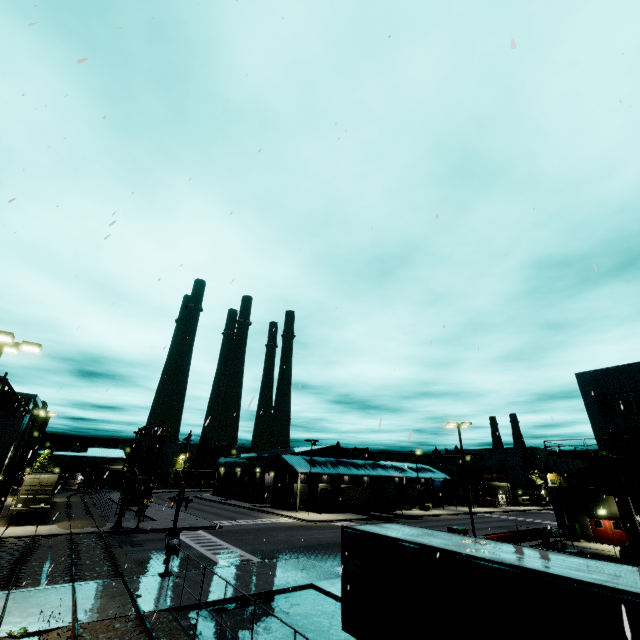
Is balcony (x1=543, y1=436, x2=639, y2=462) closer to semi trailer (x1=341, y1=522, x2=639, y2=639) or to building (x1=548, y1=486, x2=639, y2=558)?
building (x1=548, y1=486, x2=639, y2=558)

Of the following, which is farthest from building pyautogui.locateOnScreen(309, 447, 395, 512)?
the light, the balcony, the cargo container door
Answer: the light

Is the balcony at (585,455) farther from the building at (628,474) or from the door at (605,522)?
the door at (605,522)

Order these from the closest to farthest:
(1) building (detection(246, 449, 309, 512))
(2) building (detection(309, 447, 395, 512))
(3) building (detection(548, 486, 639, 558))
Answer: (3) building (detection(548, 486, 639, 558))
(1) building (detection(246, 449, 309, 512))
(2) building (detection(309, 447, 395, 512))

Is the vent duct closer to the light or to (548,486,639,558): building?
(548,486,639,558): building

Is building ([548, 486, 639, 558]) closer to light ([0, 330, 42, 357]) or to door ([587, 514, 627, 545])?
door ([587, 514, 627, 545])

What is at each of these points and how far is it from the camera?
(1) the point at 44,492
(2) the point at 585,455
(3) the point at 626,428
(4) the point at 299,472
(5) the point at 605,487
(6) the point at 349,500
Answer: (1) cargo container door, 31.4m
(2) balcony, 28.8m
(3) building, 27.3m
(4) building, 48.9m
(5) vent duct, 26.7m
(6) semi trailer, 49.9m

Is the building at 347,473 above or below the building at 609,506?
above
